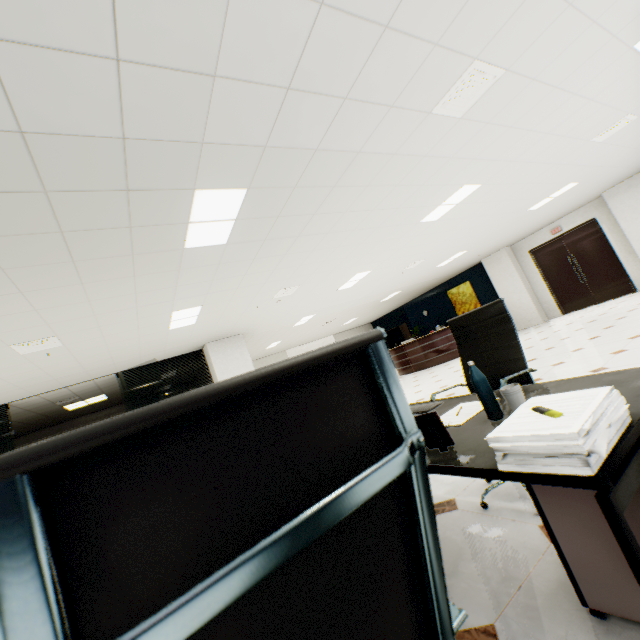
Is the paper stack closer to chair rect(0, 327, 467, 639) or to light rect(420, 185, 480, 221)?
chair rect(0, 327, 467, 639)

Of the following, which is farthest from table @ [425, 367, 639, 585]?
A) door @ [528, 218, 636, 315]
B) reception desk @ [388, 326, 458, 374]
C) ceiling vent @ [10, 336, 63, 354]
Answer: door @ [528, 218, 636, 315]

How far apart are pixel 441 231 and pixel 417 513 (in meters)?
7.03

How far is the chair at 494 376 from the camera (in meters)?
2.18

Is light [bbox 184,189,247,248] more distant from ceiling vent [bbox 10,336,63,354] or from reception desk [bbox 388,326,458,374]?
reception desk [bbox 388,326,458,374]

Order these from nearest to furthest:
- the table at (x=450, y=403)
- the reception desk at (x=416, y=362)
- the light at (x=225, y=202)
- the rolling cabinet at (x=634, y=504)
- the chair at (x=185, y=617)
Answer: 1. the chair at (x=185, y=617)
2. the rolling cabinet at (x=634, y=504)
3. the table at (x=450, y=403)
4. the light at (x=225, y=202)
5. the reception desk at (x=416, y=362)

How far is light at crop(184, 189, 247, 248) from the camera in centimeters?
290cm

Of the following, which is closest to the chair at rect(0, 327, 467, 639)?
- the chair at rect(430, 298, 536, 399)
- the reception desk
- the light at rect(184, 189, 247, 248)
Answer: the chair at rect(430, 298, 536, 399)
